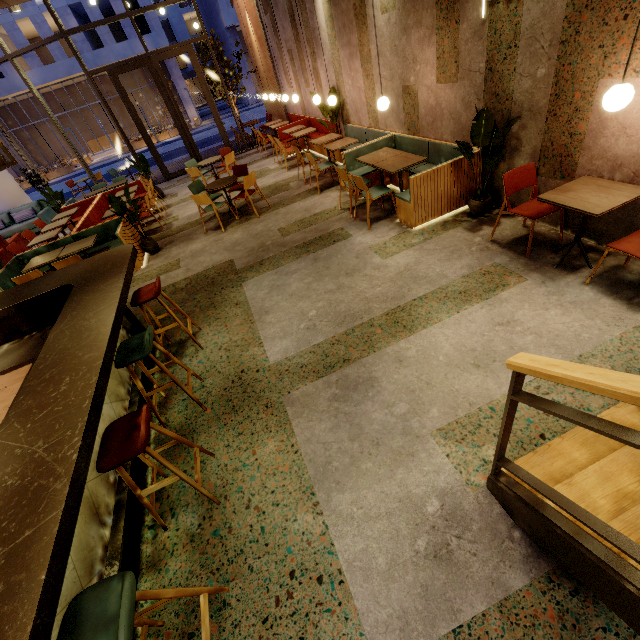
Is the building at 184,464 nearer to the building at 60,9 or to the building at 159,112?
the building at 60,9

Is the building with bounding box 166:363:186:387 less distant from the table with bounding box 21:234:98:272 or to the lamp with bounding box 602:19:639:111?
the lamp with bounding box 602:19:639:111

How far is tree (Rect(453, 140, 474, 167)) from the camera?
4.11m

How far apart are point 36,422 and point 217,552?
1.50m

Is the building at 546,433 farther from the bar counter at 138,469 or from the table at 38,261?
the table at 38,261

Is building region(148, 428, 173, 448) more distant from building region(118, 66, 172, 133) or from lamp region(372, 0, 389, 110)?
building region(118, 66, 172, 133)

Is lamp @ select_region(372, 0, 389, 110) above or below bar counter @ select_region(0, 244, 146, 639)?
above
